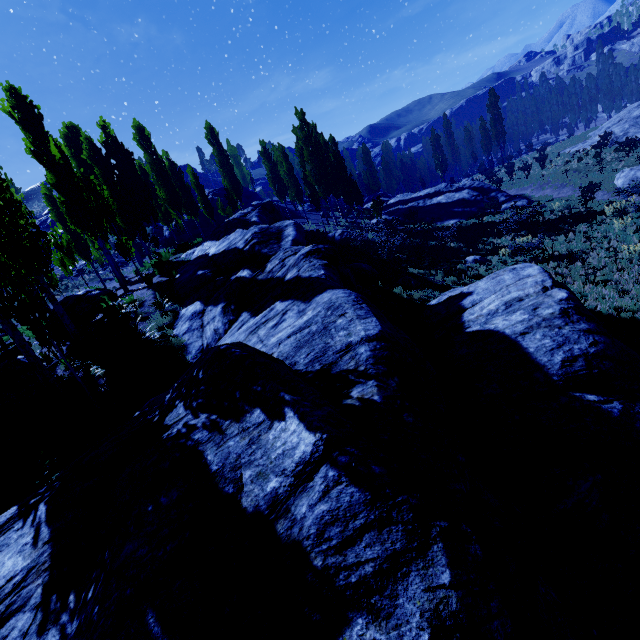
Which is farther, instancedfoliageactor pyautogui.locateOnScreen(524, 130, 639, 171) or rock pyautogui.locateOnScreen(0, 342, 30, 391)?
instancedfoliageactor pyautogui.locateOnScreen(524, 130, 639, 171)

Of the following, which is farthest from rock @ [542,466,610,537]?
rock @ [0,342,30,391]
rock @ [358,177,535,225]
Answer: rock @ [358,177,535,225]

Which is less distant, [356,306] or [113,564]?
[113,564]

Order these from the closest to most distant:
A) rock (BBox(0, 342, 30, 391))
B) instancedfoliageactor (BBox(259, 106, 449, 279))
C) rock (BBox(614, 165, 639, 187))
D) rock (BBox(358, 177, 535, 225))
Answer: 1. rock (BBox(0, 342, 30, 391))
2. instancedfoliageactor (BBox(259, 106, 449, 279))
3. rock (BBox(614, 165, 639, 187))
4. rock (BBox(358, 177, 535, 225))

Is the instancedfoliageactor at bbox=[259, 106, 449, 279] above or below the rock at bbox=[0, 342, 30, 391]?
above

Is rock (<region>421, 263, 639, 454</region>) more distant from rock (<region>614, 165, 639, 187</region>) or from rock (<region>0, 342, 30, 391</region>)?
rock (<region>614, 165, 639, 187</region>)

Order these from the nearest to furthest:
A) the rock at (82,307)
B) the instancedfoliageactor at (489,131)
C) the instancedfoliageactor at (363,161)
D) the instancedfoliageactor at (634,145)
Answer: the rock at (82,307) → the instancedfoliageactor at (489,131) → the instancedfoliageactor at (634,145) → the instancedfoliageactor at (363,161)

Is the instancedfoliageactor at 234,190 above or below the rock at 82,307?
above
